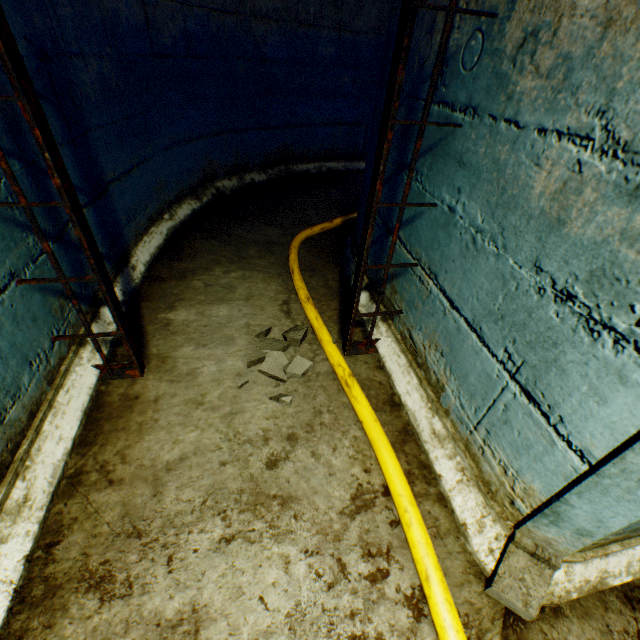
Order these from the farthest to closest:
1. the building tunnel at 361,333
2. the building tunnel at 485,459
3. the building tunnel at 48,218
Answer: the building tunnel at 361,333 < the building tunnel at 48,218 < the building tunnel at 485,459

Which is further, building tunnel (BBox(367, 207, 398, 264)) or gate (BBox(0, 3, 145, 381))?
building tunnel (BBox(367, 207, 398, 264))

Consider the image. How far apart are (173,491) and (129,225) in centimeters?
194cm

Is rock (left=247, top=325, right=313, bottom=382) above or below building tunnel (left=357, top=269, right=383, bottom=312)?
below

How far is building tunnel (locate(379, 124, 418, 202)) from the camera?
1.6 meters

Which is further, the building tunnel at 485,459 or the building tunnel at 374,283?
the building tunnel at 374,283

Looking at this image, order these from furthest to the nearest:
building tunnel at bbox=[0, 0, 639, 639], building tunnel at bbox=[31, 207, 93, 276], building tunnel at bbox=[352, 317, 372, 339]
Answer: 1. building tunnel at bbox=[352, 317, 372, 339]
2. building tunnel at bbox=[31, 207, 93, 276]
3. building tunnel at bbox=[0, 0, 639, 639]
